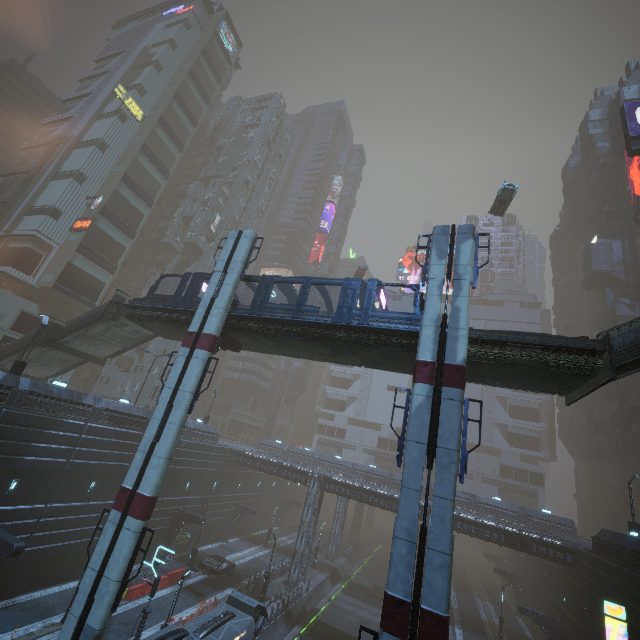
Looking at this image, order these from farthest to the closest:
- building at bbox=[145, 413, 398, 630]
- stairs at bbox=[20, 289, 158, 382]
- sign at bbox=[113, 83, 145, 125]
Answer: sign at bbox=[113, 83, 145, 125], building at bbox=[145, 413, 398, 630], stairs at bbox=[20, 289, 158, 382]

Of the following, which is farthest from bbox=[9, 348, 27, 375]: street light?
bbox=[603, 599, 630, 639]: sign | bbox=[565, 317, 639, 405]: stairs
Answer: bbox=[603, 599, 630, 639]: sign

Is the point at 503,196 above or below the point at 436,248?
above

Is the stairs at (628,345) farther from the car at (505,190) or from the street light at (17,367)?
the street light at (17,367)

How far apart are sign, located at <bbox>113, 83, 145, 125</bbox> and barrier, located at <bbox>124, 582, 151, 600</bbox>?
57.3 meters

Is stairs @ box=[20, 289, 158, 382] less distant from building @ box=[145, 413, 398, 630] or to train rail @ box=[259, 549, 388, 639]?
building @ box=[145, 413, 398, 630]

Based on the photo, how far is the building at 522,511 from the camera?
41.3 meters

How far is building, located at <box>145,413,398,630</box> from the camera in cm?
3466
